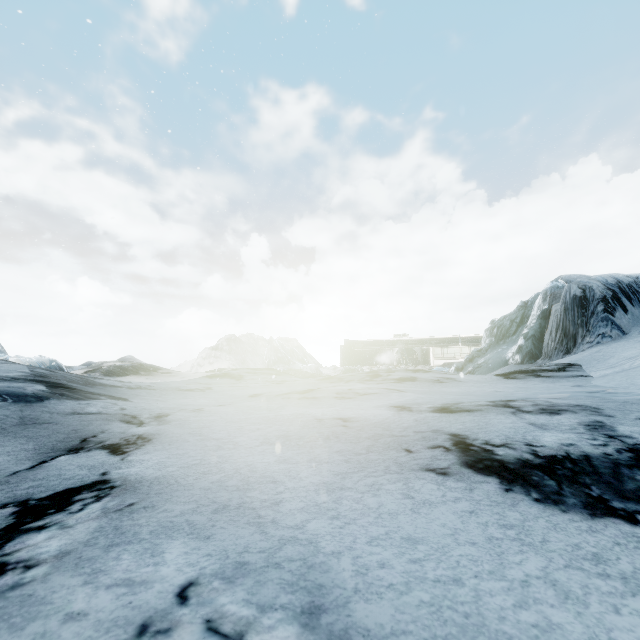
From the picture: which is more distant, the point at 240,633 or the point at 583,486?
the point at 583,486
